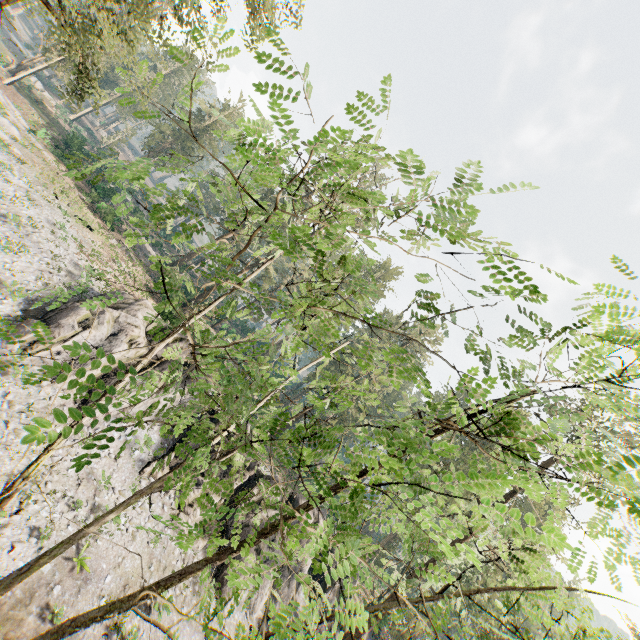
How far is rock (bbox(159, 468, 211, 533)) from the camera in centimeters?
1982cm

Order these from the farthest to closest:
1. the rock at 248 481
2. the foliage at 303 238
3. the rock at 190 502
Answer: the rock at 248 481 < the rock at 190 502 < the foliage at 303 238

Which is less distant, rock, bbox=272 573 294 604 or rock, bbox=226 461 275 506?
rock, bbox=272 573 294 604

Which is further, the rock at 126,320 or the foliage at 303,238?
the rock at 126,320

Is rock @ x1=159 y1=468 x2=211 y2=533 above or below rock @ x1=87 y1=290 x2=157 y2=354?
below

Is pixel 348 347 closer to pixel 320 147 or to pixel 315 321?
pixel 315 321

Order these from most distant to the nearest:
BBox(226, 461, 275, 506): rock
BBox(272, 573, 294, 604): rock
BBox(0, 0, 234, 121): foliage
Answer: BBox(226, 461, 275, 506): rock, BBox(272, 573, 294, 604): rock, BBox(0, 0, 234, 121): foliage
